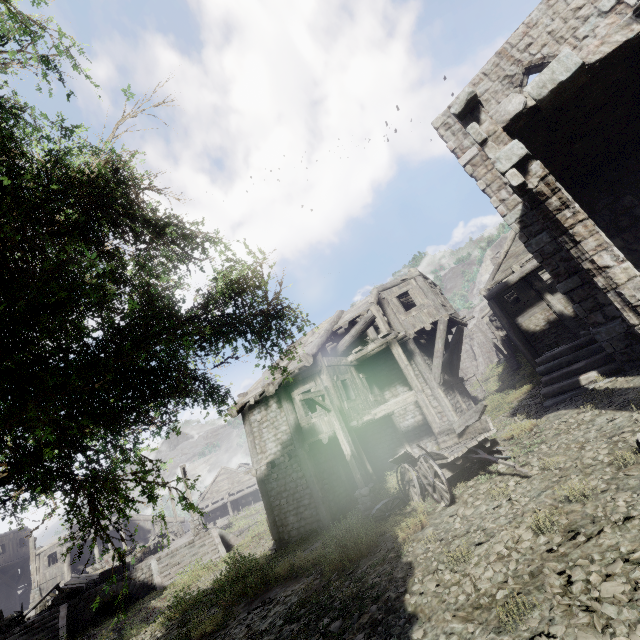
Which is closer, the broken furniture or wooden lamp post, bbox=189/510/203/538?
the broken furniture

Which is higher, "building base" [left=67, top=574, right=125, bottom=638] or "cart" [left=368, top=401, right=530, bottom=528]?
"cart" [left=368, top=401, right=530, bottom=528]

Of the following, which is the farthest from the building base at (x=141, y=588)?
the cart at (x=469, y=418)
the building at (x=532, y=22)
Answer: the cart at (x=469, y=418)

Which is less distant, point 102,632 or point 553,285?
point 102,632

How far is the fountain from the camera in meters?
21.7 m

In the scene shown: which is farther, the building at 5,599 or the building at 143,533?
the building at 143,533

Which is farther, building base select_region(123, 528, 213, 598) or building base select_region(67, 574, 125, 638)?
building base select_region(123, 528, 213, 598)

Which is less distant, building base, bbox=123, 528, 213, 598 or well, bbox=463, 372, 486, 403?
building base, bbox=123, 528, 213, 598
